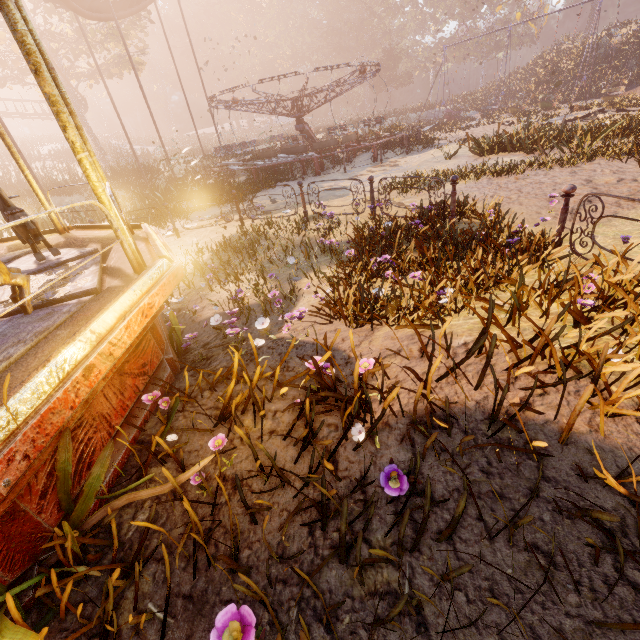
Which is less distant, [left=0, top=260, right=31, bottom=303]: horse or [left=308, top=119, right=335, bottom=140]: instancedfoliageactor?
[left=0, top=260, right=31, bottom=303]: horse

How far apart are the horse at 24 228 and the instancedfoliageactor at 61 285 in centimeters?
23cm

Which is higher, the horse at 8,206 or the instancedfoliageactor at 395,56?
the instancedfoliageactor at 395,56

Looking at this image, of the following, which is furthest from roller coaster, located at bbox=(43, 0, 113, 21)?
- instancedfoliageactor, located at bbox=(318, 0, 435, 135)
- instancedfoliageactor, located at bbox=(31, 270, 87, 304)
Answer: instancedfoliageactor, located at bbox=(318, 0, 435, 135)

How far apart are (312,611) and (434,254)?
4.21m

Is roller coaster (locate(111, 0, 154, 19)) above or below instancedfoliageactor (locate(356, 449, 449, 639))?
above

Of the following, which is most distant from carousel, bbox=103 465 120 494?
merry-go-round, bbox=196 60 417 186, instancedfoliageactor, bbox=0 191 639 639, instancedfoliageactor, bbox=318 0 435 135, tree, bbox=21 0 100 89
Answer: instancedfoliageactor, bbox=318 0 435 135

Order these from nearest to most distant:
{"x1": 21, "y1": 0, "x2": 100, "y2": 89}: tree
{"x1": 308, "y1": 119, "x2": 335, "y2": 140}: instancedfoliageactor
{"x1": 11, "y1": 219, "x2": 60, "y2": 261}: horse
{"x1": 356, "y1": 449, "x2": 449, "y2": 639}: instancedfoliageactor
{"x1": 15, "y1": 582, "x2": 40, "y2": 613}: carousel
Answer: {"x1": 356, "y1": 449, "x2": 449, "y2": 639}: instancedfoliageactor < {"x1": 15, "y1": 582, "x2": 40, "y2": 613}: carousel < {"x1": 11, "y1": 219, "x2": 60, "y2": 261}: horse < {"x1": 21, "y1": 0, "x2": 100, "y2": 89}: tree < {"x1": 308, "y1": 119, "x2": 335, "y2": 140}: instancedfoliageactor
